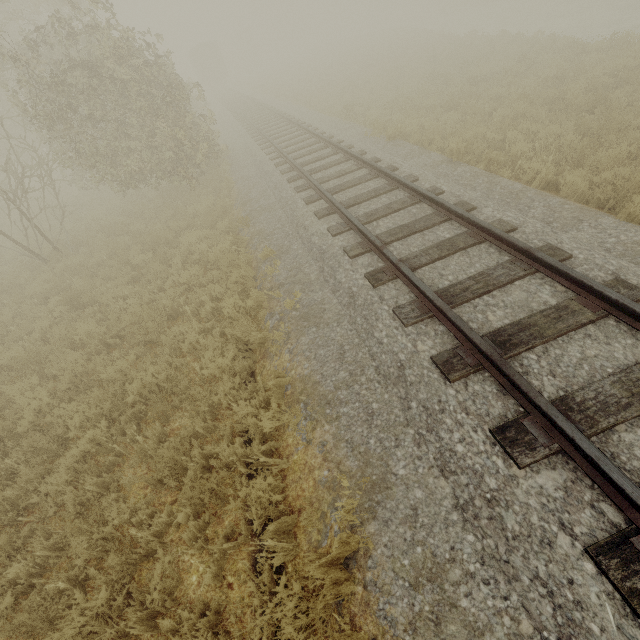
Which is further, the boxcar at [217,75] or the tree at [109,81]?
the boxcar at [217,75]

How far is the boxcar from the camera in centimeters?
3994cm

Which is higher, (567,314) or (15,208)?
(15,208)

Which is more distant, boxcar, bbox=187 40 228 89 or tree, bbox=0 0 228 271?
boxcar, bbox=187 40 228 89

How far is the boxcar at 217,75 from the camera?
39.94m
